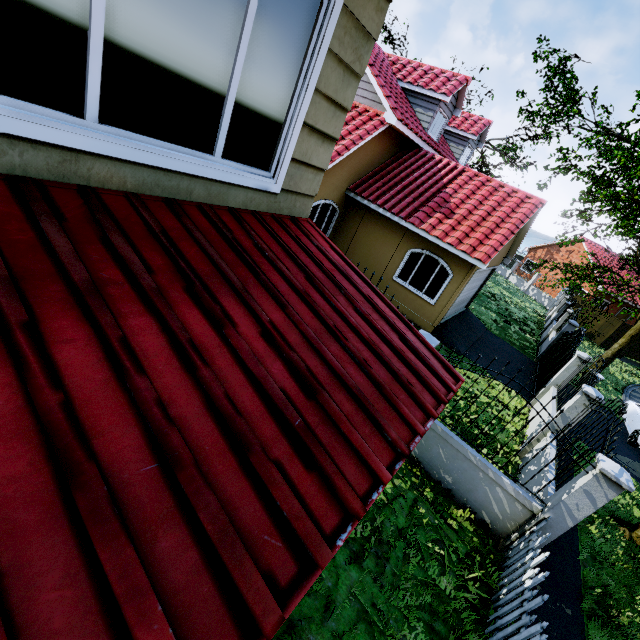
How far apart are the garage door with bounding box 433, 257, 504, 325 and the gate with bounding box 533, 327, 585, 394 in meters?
4.0 m

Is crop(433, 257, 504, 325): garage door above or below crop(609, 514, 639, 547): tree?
above

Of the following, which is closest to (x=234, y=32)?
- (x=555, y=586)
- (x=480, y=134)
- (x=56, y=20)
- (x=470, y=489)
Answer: (x=56, y=20)

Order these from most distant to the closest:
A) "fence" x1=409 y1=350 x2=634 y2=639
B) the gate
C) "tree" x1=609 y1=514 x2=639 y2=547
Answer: the gate < "tree" x1=609 y1=514 x2=639 y2=547 < "fence" x1=409 y1=350 x2=634 y2=639

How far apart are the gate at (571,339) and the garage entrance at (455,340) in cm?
268

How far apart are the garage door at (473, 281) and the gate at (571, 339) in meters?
4.0 m

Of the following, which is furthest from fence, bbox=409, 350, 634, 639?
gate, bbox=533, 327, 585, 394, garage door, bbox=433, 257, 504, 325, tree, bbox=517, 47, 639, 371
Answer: garage door, bbox=433, 257, 504, 325

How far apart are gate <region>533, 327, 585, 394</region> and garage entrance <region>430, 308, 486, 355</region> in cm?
268
